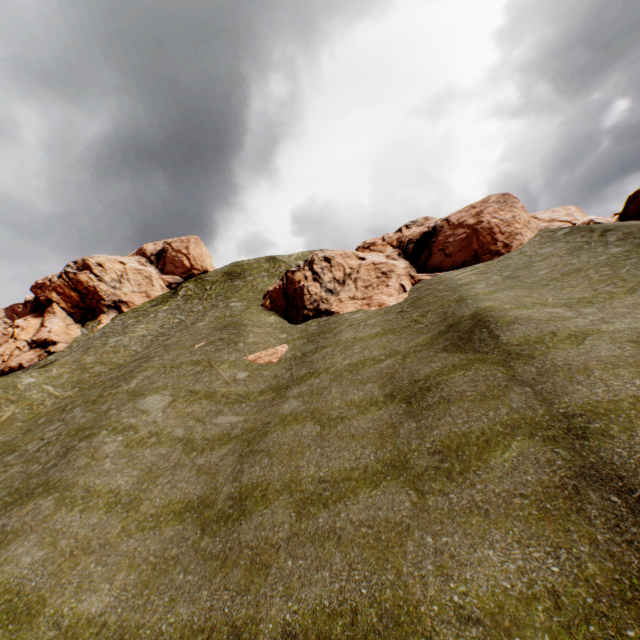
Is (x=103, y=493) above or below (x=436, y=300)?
below

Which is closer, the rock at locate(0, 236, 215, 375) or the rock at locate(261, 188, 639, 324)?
the rock at locate(261, 188, 639, 324)

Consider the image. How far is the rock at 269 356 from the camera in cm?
1998

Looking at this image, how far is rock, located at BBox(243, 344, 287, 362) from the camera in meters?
20.0 m

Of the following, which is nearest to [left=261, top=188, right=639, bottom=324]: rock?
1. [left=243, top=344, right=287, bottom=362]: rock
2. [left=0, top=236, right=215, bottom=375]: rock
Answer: [left=243, top=344, right=287, bottom=362]: rock

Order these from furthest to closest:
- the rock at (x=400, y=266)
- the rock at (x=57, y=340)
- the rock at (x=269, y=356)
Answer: the rock at (x=57, y=340)
the rock at (x=400, y=266)
the rock at (x=269, y=356)

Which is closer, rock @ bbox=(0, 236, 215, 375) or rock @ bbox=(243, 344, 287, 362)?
rock @ bbox=(243, 344, 287, 362)

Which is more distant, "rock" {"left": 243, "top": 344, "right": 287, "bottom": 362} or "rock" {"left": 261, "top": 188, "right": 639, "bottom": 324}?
"rock" {"left": 261, "top": 188, "right": 639, "bottom": 324}
